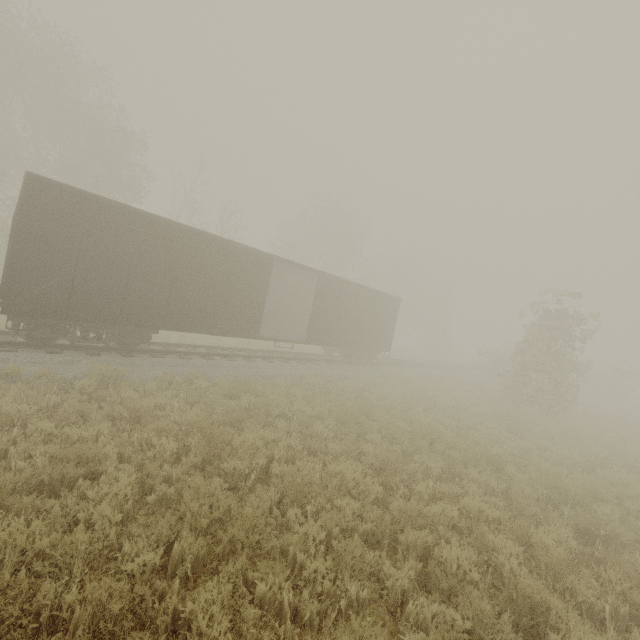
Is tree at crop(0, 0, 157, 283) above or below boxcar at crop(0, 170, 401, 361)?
above

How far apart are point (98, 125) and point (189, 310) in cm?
2100

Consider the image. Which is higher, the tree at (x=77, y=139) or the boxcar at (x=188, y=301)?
the tree at (x=77, y=139)

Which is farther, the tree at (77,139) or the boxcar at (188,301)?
the tree at (77,139)

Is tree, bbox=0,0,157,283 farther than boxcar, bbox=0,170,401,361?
Yes
